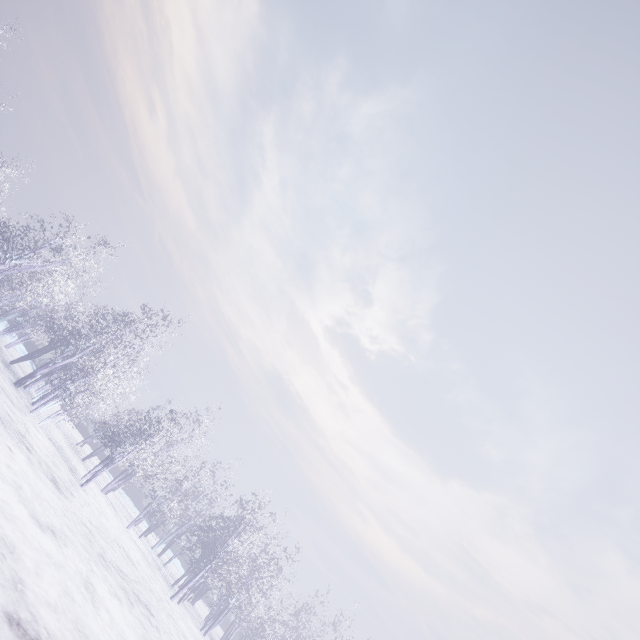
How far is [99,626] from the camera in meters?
5.9
